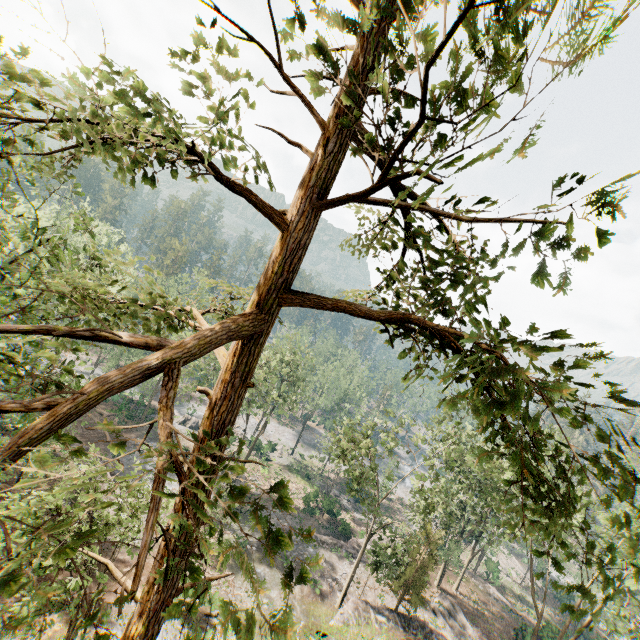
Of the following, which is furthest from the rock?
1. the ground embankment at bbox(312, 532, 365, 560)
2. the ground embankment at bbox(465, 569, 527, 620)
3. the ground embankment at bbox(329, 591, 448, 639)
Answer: the ground embankment at bbox(465, 569, 527, 620)

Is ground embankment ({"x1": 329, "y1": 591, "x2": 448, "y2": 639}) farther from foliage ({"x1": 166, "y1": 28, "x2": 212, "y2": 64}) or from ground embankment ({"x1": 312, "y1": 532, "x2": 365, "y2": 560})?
ground embankment ({"x1": 312, "y1": 532, "x2": 365, "y2": 560})

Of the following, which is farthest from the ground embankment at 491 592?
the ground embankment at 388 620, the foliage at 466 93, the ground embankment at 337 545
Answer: the ground embankment at 388 620

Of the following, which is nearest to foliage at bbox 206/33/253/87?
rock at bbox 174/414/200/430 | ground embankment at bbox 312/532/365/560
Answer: rock at bbox 174/414/200/430

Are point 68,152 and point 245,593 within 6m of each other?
no

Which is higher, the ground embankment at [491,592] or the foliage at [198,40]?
the foliage at [198,40]

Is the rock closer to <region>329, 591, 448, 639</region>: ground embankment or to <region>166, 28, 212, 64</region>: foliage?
<region>166, 28, 212, 64</region>: foliage
